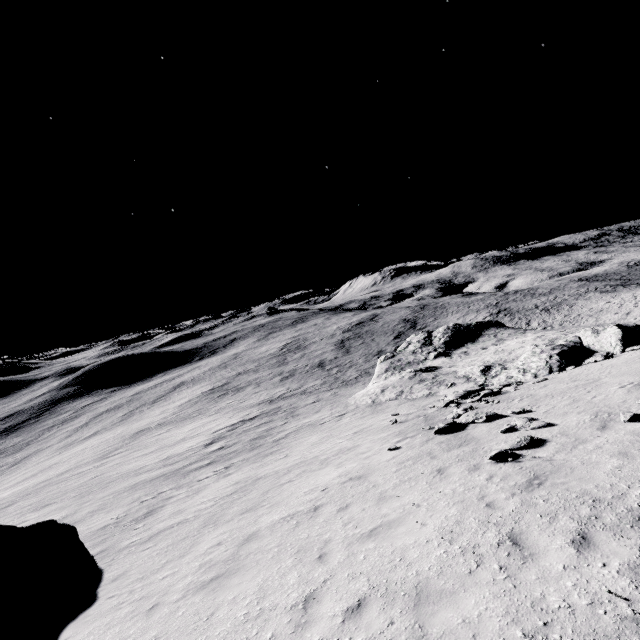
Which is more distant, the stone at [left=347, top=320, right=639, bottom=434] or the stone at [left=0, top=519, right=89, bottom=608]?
the stone at [left=347, top=320, right=639, bottom=434]

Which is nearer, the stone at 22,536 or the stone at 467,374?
the stone at 22,536

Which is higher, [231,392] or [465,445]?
[465,445]

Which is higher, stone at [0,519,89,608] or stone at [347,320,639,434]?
stone at [0,519,89,608]

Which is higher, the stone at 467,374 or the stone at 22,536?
the stone at 22,536
